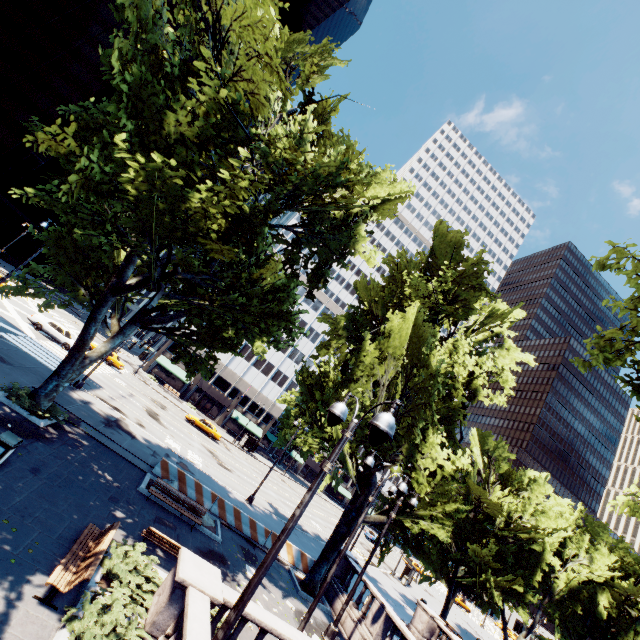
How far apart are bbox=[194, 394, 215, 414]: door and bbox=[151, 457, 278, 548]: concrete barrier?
41.37m

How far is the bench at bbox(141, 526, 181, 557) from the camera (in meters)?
11.17

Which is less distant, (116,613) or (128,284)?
(116,613)

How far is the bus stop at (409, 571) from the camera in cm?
4078

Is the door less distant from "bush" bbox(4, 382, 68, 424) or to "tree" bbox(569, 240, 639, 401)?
"tree" bbox(569, 240, 639, 401)

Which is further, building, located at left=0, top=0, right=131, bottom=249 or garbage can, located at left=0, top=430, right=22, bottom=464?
building, located at left=0, top=0, right=131, bottom=249

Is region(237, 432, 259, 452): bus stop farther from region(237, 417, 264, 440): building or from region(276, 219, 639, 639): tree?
region(276, 219, 639, 639): tree
